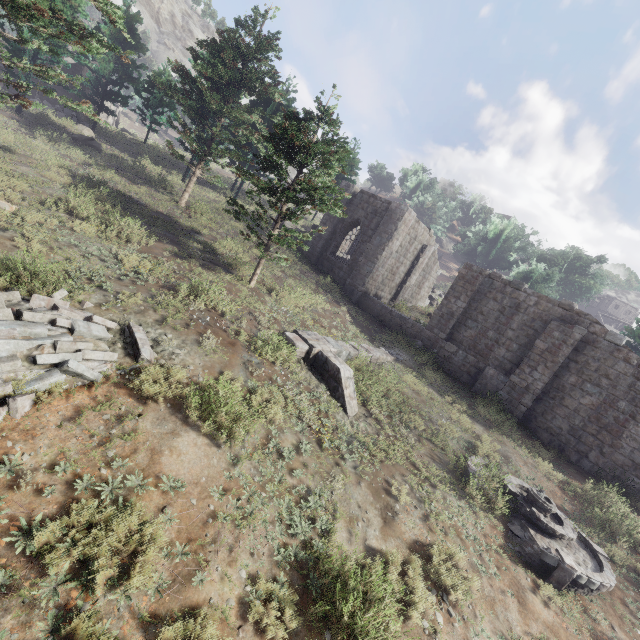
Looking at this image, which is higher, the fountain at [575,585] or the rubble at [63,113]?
the rubble at [63,113]

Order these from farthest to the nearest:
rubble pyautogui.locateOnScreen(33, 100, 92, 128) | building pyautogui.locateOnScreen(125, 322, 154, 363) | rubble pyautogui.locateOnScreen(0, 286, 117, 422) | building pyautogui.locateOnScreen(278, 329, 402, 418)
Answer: rubble pyautogui.locateOnScreen(33, 100, 92, 128), building pyautogui.locateOnScreen(278, 329, 402, 418), building pyautogui.locateOnScreen(125, 322, 154, 363), rubble pyautogui.locateOnScreen(0, 286, 117, 422)

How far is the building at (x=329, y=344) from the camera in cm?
1024

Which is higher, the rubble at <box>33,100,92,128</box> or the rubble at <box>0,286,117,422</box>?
the rubble at <box>33,100,92,128</box>

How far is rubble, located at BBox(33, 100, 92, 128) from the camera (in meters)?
24.23

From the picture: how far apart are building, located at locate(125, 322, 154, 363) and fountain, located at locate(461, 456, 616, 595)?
9.8m

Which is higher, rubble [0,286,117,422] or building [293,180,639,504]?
building [293,180,639,504]

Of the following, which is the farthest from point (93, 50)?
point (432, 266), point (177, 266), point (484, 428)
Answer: point (432, 266)
